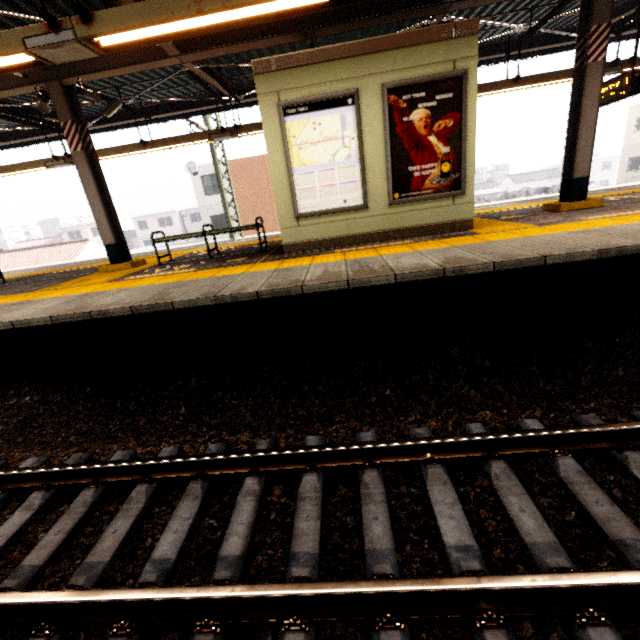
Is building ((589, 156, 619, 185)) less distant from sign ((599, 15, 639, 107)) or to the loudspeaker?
sign ((599, 15, 639, 107))

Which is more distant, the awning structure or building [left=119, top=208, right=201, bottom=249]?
building [left=119, top=208, right=201, bottom=249]

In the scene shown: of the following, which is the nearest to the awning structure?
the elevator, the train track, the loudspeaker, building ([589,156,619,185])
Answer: the loudspeaker

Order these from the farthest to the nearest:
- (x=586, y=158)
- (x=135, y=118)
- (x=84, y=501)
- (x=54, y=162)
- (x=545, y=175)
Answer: (x=545, y=175) → (x=54, y=162) → (x=135, y=118) → (x=586, y=158) → (x=84, y=501)

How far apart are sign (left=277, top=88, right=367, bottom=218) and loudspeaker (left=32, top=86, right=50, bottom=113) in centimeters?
482cm

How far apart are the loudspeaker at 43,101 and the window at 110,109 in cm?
118

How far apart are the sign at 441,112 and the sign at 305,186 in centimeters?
27cm

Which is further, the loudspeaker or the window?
the window
